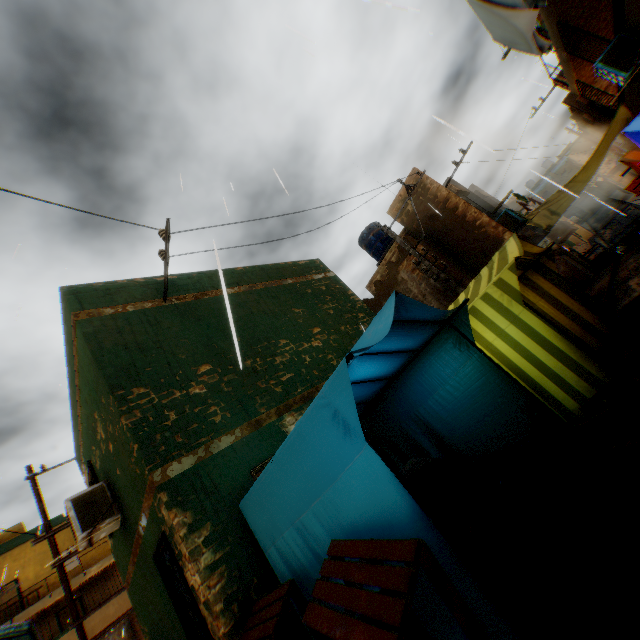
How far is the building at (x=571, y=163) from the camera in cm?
3877

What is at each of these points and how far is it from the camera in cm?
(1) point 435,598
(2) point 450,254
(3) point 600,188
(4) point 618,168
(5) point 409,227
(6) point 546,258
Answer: (1) tent, 229
(2) building, 1315
(3) building, 5844
(4) building, 3903
(5) building, 1409
(6) tent, 626

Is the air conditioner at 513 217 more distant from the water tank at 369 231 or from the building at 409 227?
the water tank at 369 231

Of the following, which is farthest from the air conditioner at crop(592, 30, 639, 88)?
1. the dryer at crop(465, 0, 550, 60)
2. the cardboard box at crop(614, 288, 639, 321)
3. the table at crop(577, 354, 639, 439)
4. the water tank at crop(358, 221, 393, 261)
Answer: the water tank at crop(358, 221, 393, 261)

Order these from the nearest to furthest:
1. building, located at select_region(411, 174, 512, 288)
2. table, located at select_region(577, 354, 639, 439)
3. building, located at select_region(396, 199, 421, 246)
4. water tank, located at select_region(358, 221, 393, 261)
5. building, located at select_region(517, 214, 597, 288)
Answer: table, located at select_region(577, 354, 639, 439) → building, located at select_region(411, 174, 512, 288) → building, located at select_region(396, 199, 421, 246) → building, located at select_region(517, 214, 597, 288) → water tank, located at select_region(358, 221, 393, 261)

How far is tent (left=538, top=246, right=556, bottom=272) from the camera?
6.19m

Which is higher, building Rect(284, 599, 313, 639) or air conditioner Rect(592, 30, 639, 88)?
air conditioner Rect(592, 30, 639, 88)

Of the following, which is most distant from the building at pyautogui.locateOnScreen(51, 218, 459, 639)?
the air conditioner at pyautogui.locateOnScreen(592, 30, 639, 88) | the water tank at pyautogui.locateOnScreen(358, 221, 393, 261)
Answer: the water tank at pyautogui.locateOnScreen(358, 221, 393, 261)
